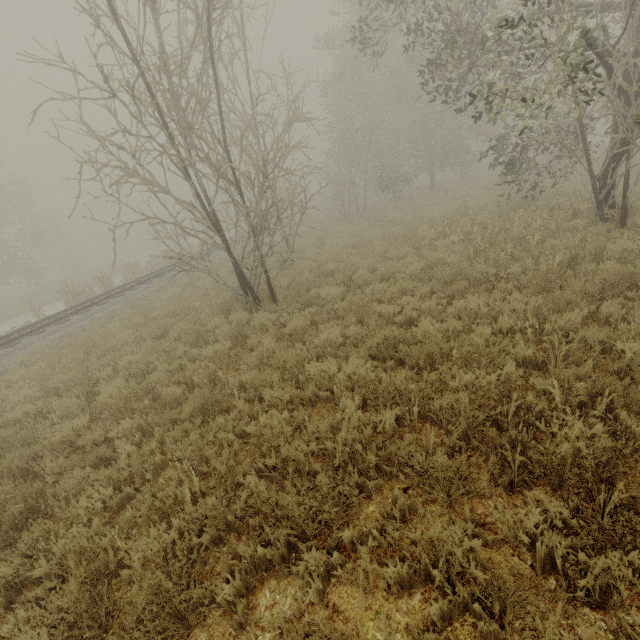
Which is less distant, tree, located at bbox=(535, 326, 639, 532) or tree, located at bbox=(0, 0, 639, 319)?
tree, located at bbox=(535, 326, 639, 532)

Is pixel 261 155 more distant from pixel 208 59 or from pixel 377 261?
pixel 377 261

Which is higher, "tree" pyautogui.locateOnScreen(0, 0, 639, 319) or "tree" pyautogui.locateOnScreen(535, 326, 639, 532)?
"tree" pyautogui.locateOnScreen(0, 0, 639, 319)

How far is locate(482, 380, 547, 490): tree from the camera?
3.01m

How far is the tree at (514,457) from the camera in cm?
301

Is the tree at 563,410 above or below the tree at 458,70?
below
